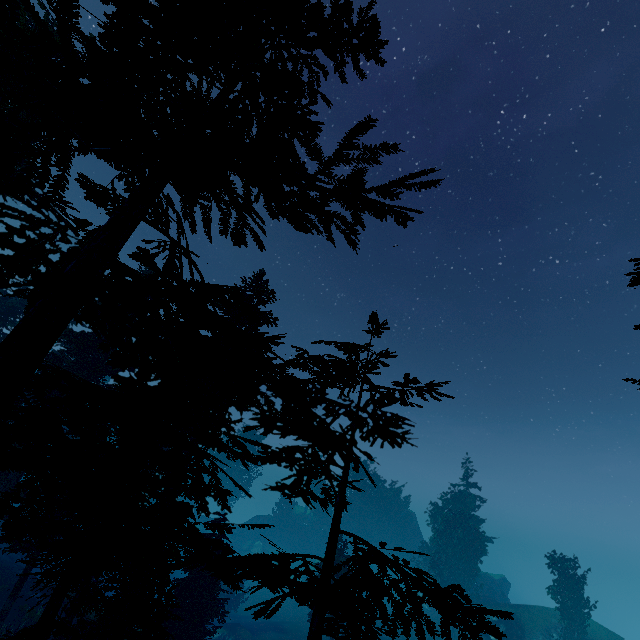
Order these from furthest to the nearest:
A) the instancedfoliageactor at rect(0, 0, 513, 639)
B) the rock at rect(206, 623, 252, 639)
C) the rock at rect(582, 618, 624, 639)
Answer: the rock at rect(582, 618, 624, 639), the rock at rect(206, 623, 252, 639), the instancedfoliageactor at rect(0, 0, 513, 639)

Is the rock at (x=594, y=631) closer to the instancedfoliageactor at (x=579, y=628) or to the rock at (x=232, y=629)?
the instancedfoliageactor at (x=579, y=628)

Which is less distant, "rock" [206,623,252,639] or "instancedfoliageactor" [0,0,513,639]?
"instancedfoliageactor" [0,0,513,639]

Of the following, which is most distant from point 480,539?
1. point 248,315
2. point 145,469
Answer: point 145,469

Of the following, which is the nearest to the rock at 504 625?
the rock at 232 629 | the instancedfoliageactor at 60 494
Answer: the instancedfoliageactor at 60 494

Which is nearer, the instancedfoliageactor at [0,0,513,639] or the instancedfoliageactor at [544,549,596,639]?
the instancedfoliageactor at [0,0,513,639]

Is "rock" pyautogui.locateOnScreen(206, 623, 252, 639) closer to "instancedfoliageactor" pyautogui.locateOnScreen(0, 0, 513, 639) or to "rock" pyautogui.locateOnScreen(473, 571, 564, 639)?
"instancedfoliageactor" pyautogui.locateOnScreen(0, 0, 513, 639)

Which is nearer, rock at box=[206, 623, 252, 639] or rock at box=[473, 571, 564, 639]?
rock at box=[206, 623, 252, 639]
